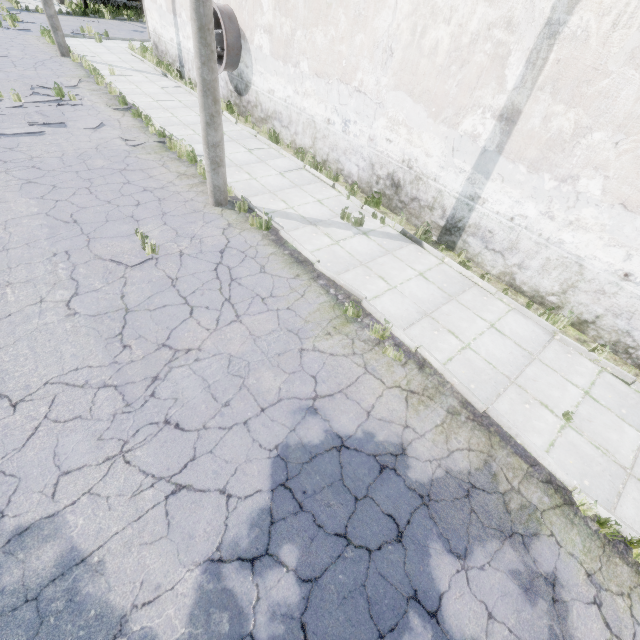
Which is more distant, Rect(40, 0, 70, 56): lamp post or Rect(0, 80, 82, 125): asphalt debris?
Rect(40, 0, 70, 56): lamp post

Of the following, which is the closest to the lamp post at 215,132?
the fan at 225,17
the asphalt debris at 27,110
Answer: the asphalt debris at 27,110

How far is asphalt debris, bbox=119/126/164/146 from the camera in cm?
1059

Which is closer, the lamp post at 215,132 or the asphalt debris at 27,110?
the lamp post at 215,132

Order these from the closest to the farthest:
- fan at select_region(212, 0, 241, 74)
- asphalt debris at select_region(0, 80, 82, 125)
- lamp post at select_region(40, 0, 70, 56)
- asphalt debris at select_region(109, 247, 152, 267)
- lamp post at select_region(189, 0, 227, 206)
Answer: lamp post at select_region(189, 0, 227, 206)
asphalt debris at select_region(109, 247, 152, 267)
asphalt debris at select_region(0, 80, 82, 125)
fan at select_region(212, 0, 241, 74)
lamp post at select_region(40, 0, 70, 56)

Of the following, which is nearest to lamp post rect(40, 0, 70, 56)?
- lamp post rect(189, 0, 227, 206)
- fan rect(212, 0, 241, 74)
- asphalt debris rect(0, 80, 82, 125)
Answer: asphalt debris rect(0, 80, 82, 125)

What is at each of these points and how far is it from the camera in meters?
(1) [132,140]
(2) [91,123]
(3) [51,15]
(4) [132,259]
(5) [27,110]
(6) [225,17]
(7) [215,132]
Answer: (1) asphalt debris, 10.7 m
(2) asphalt debris, 11.1 m
(3) lamp post, 15.5 m
(4) asphalt debris, 6.7 m
(5) asphalt debris, 11.2 m
(6) fan, 11.6 m
(7) lamp post, 7.4 m

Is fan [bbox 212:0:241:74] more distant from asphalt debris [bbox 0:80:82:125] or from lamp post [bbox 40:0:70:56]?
lamp post [bbox 40:0:70:56]
